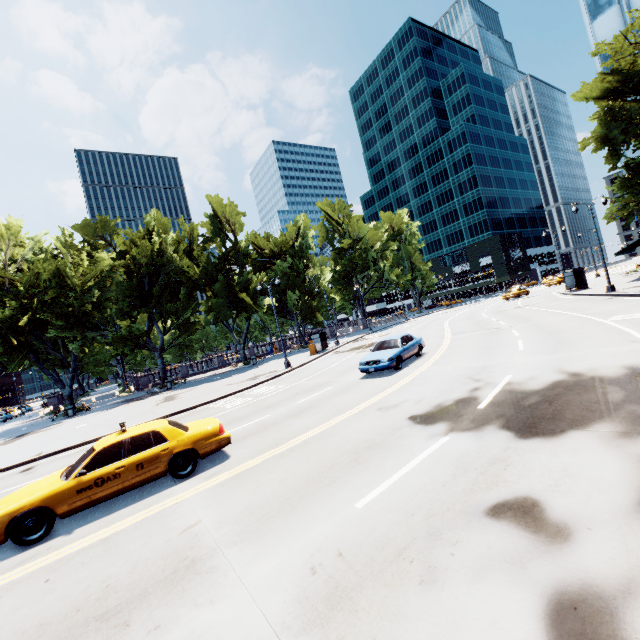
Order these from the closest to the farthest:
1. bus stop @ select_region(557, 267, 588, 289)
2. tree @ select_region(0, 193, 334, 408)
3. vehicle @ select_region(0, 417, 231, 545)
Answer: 1. vehicle @ select_region(0, 417, 231, 545)
2. tree @ select_region(0, 193, 334, 408)
3. bus stop @ select_region(557, 267, 588, 289)

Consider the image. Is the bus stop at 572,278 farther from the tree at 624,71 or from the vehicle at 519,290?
the vehicle at 519,290

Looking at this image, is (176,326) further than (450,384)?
Yes

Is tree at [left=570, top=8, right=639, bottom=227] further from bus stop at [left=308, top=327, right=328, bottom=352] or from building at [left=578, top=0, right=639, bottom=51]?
bus stop at [left=308, top=327, right=328, bottom=352]

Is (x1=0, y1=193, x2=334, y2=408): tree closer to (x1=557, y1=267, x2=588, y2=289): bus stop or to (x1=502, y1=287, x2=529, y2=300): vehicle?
(x1=557, y1=267, x2=588, y2=289): bus stop

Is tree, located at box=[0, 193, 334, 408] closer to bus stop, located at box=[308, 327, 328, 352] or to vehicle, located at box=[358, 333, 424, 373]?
bus stop, located at box=[308, 327, 328, 352]

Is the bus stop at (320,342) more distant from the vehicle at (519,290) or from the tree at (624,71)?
the vehicle at (519,290)

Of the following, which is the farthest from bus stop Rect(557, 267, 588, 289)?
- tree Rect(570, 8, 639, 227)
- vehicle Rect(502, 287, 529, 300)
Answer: vehicle Rect(502, 287, 529, 300)
